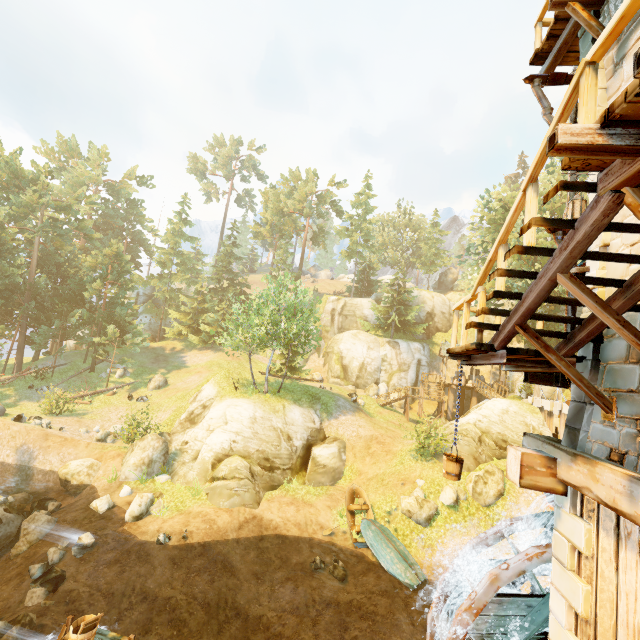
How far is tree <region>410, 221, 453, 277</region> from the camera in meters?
51.3

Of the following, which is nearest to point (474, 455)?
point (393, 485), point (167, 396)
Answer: point (393, 485)

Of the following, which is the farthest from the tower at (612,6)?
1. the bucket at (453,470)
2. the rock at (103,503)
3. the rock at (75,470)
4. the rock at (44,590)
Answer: the rock at (75,470)

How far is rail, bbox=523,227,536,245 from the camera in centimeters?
366cm

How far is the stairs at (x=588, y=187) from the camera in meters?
2.9 m

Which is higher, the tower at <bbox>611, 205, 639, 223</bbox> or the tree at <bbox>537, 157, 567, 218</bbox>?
the tree at <bbox>537, 157, 567, 218</bbox>

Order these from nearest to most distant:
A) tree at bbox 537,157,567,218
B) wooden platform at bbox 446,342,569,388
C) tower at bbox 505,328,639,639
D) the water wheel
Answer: tower at bbox 505,328,639,639 < wooden platform at bbox 446,342,569,388 < the water wheel < tree at bbox 537,157,567,218
